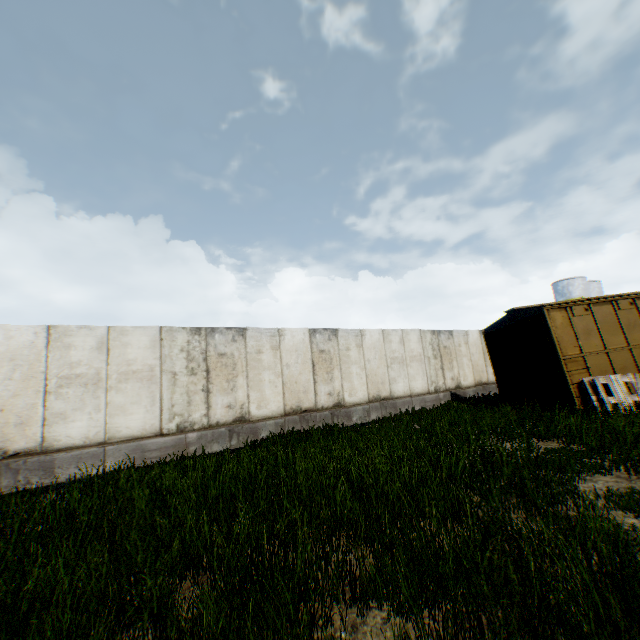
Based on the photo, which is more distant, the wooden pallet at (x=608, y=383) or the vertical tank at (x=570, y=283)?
the vertical tank at (x=570, y=283)

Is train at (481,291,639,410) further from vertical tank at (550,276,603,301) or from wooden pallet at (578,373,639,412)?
vertical tank at (550,276,603,301)

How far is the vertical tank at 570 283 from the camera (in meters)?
44.50

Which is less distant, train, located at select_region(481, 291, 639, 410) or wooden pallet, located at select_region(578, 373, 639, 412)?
wooden pallet, located at select_region(578, 373, 639, 412)

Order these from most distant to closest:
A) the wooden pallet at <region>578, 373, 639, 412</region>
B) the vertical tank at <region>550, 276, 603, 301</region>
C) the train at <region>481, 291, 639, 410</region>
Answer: the vertical tank at <region>550, 276, 603, 301</region> < the train at <region>481, 291, 639, 410</region> < the wooden pallet at <region>578, 373, 639, 412</region>

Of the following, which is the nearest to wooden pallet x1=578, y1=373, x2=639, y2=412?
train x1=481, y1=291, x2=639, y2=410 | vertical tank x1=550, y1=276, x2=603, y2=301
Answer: train x1=481, y1=291, x2=639, y2=410

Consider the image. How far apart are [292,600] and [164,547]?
1.99m
